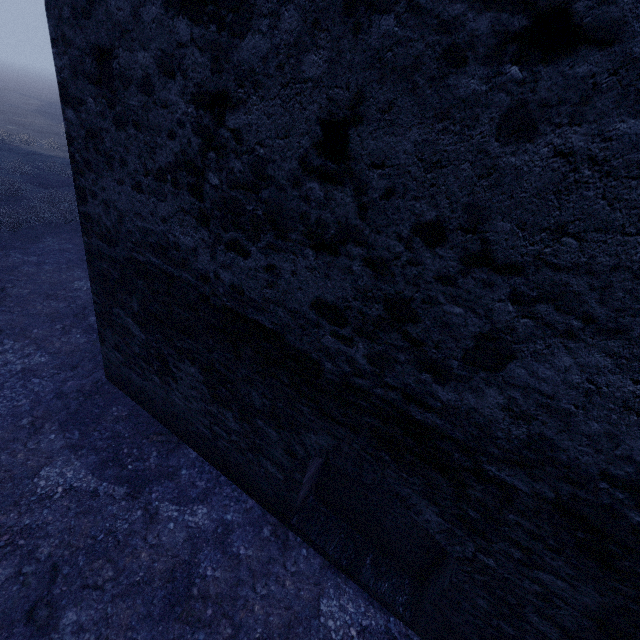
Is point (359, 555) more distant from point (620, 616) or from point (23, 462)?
point (23, 462)
